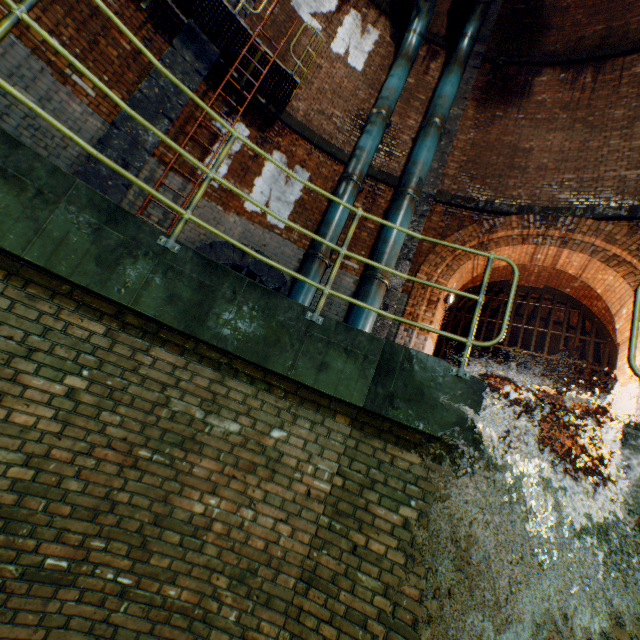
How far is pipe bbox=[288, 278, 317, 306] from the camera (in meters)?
6.12

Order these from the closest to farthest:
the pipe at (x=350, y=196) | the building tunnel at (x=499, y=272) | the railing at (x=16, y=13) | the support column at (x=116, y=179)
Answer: the railing at (x=16, y=13)
the support column at (x=116, y=179)
the pipe at (x=350, y=196)
the building tunnel at (x=499, y=272)

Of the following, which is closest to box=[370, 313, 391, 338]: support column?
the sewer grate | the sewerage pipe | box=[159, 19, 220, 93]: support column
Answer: box=[159, 19, 220, 93]: support column

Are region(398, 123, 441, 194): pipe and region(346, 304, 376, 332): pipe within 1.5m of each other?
no

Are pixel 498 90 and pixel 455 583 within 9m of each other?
no

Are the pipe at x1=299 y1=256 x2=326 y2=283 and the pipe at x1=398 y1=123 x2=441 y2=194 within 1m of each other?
no

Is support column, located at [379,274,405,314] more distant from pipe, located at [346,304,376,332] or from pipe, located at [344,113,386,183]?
pipe, located at [344,113,386,183]

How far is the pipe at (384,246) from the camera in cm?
653
